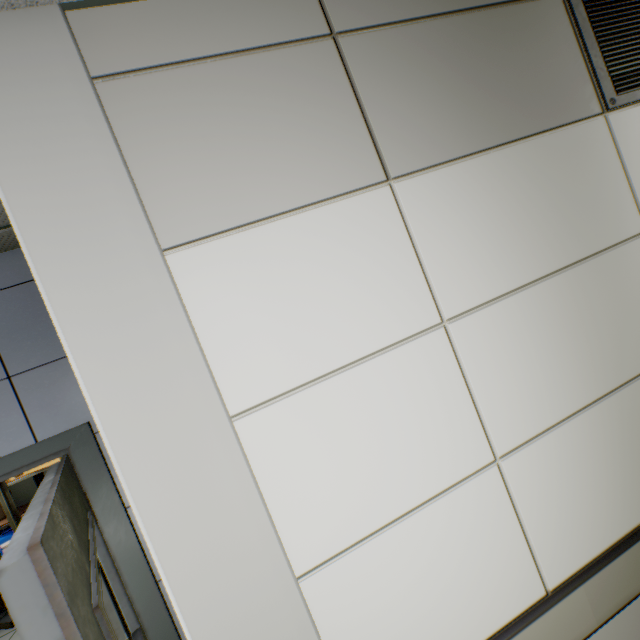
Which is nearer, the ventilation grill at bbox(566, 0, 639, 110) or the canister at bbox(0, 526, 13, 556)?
the ventilation grill at bbox(566, 0, 639, 110)

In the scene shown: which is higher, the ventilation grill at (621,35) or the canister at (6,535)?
the ventilation grill at (621,35)

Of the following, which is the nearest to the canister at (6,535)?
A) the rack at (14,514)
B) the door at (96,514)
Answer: the rack at (14,514)

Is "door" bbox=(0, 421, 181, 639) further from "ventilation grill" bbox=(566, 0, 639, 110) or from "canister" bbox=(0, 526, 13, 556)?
"canister" bbox=(0, 526, 13, 556)

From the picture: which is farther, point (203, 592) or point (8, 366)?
point (8, 366)

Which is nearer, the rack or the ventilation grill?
the ventilation grill

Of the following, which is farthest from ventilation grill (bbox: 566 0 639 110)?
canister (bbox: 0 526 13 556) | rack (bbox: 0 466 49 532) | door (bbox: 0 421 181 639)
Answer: canister (bbox: 0 526 13 556)

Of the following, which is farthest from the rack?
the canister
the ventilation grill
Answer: the ventilation grill
